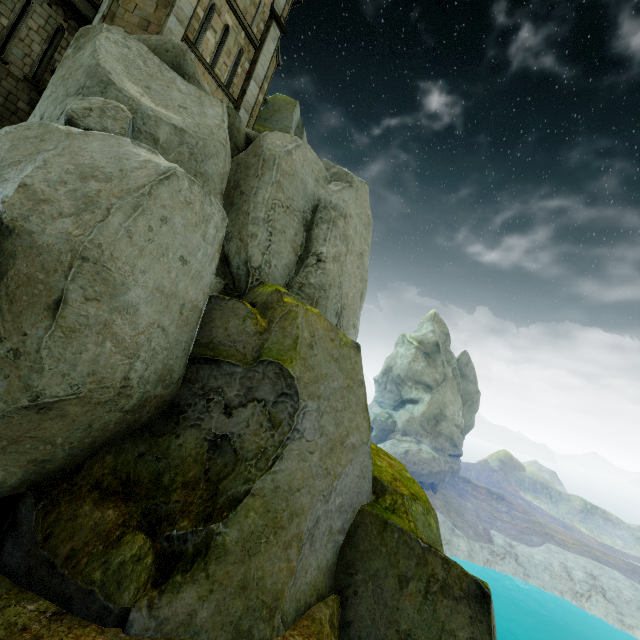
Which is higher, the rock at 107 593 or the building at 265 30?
the building at 265 30

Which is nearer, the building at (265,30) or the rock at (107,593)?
the rock at (107,593)

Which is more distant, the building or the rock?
the building

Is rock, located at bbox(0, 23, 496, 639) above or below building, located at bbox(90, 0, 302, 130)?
below

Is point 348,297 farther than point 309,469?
Yes
